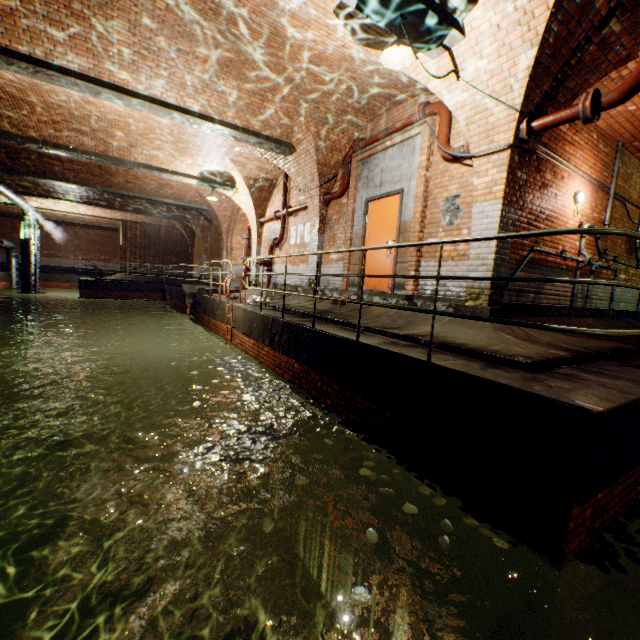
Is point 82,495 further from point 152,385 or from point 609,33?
point 609,33

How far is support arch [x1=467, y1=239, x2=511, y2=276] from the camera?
5.02m

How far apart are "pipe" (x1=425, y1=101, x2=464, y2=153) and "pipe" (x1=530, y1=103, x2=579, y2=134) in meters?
1.0 m

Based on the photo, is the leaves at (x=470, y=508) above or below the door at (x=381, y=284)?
below

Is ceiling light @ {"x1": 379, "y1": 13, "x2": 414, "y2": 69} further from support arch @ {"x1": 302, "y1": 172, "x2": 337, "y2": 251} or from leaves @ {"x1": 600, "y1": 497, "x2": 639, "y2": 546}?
leaves @ {"x1": 600, "y1": 497, "x2": 639, "y2": 546}

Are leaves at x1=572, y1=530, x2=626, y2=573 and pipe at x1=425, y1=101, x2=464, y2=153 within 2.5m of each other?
no

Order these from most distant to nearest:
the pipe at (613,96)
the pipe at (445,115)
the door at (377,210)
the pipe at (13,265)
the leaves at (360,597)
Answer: the pipe at (13,265) → the door at (377,210) → the pipe at (445,115) → the pipe at (613,96) → the leaves at (360,597)

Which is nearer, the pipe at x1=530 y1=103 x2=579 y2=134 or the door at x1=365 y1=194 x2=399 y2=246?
the pipe at x1=530 y1=103 x2=579 y2=134
